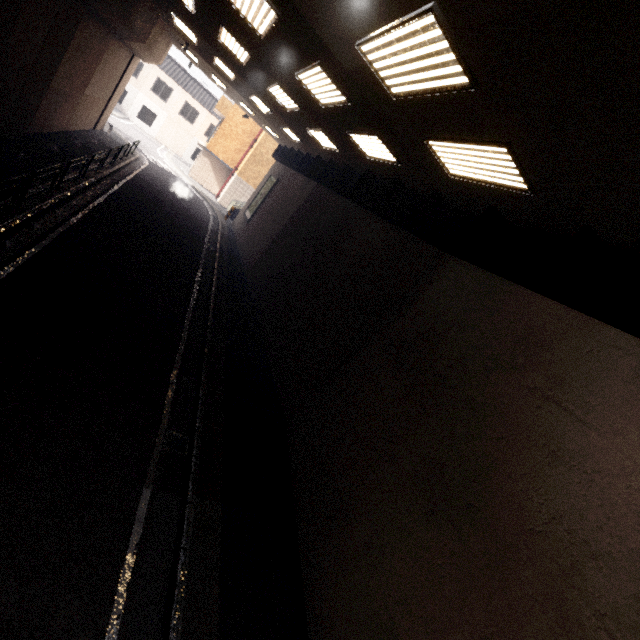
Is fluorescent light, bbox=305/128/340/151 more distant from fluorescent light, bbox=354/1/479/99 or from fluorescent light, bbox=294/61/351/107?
fluorescent light, bbox=354/1/479/99

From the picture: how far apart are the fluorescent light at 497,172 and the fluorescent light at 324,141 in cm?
628

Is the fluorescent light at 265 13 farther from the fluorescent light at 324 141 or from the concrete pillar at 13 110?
the fluorescent light at 324 141

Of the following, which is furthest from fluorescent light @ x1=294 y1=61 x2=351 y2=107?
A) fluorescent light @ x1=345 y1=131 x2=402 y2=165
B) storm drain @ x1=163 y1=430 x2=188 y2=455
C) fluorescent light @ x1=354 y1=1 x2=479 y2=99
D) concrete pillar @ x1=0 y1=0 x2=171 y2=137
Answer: storm drain @ x1=163 y1=430 x2=188 y2=455

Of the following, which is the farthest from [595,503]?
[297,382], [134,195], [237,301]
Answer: [134,195]

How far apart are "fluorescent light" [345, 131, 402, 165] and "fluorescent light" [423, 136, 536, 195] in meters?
1.9

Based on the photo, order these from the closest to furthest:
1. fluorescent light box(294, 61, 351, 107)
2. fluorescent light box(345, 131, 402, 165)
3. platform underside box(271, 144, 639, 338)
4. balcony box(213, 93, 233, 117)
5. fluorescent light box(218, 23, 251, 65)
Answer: platform underside box(271, 144, 639, 338), fluorescent light box(294, 61, 351, 107), fluorescent light box(345, 131, 402, 165), fluorescent light box(218, 23, 251, 65), balcony box(213, 93, 233, 117)

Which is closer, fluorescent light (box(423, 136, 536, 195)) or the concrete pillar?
fluorescent light (box(423, 136, 536, 195))
